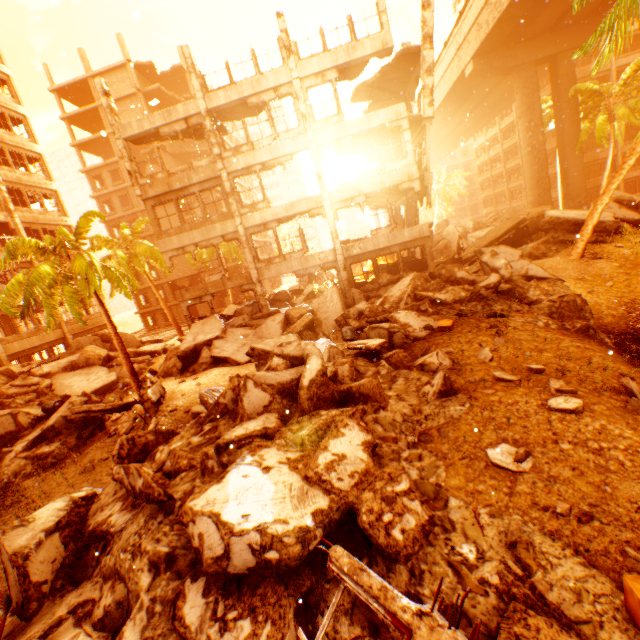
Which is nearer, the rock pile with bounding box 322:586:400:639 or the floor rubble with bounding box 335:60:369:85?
the rock pile with bounding box 322:586:400:639

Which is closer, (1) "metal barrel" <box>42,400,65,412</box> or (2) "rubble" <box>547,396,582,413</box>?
(2) "rubble" <box>547,396,582,413</box>

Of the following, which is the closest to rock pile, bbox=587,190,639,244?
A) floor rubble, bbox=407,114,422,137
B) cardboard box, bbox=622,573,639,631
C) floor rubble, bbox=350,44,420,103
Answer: cardboard box, bbox=622,573,639,631

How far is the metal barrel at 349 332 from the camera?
11.6m

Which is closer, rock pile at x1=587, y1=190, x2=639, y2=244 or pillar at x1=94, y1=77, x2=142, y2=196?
rock pile at x1=587, y1=190, x2=639, y2=244

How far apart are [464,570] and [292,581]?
1.98m

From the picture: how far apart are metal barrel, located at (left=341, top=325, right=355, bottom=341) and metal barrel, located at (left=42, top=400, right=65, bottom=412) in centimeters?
1287cm

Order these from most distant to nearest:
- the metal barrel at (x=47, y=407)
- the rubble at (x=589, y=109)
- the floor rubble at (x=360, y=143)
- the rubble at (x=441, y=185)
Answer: the rubble at (x=441, y=185) → the floor rubble at (x=360, y=143) → the metal barrel at (x=47, y=407) → the rubble at (x=589, y=109)
